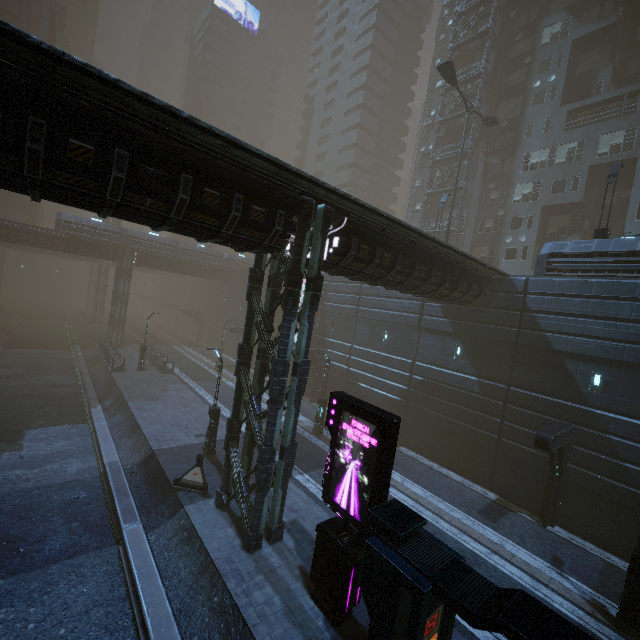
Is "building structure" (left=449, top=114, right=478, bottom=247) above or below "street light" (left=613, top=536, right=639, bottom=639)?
above

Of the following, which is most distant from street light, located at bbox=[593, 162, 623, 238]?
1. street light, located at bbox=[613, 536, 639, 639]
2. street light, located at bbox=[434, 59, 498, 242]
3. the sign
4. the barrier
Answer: the barrier

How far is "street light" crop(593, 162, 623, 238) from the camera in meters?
17.2 m

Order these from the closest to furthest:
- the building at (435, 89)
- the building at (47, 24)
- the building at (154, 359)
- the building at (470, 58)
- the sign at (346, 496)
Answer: the sign at (346, 496)
the building at (154, 359)
the building at (470, 58)
the building at (435, 89)
the building at (47, 24)

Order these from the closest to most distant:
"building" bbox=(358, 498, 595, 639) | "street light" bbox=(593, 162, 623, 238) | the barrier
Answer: "building" bbox=(358, 498, 595, 639), the barrier, "street light" bbox=(593, 162, 623, 238)

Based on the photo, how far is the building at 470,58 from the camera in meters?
33.9 m

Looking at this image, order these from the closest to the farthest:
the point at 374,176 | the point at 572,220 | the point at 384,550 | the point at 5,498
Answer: the point at 384,550 → the point at 5,498 → the point at 572,220 → the point at 374,176

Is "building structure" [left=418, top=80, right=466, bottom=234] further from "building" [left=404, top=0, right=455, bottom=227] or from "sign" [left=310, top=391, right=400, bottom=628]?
"sign" [left=310, top=391, right=400, bottom=628]
